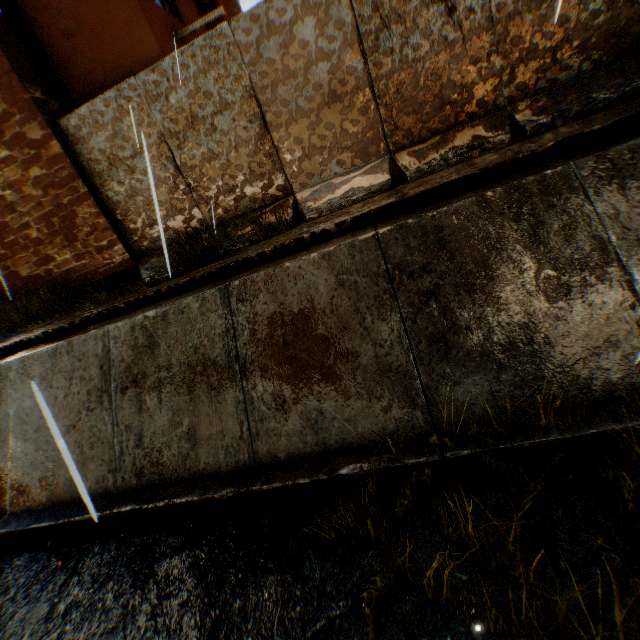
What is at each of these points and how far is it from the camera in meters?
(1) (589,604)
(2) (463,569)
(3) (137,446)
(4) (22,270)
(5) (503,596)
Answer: (1) concrete channel, 2.2
(2) concrete channel, 2.6
(3) concrete channel, 4.5
(4) building, 7.7
(5) concrete channel, 2.4

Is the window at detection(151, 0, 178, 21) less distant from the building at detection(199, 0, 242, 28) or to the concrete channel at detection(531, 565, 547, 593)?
the building at detection(199, 0, 242, 28)

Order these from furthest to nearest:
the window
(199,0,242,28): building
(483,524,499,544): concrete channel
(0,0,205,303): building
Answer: (199,0,242,28): building → the window → (0,0,205,303): building → (483,524,499,544): concrete channel

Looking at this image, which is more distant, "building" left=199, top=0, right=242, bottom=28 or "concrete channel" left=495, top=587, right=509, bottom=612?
"building" left=199, top=0, right=242, bottom=28

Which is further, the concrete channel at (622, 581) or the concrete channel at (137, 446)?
the concrete channel at (137, 446)

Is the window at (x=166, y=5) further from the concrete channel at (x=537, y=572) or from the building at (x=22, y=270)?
the concrete channel at (x=537, y=572)
